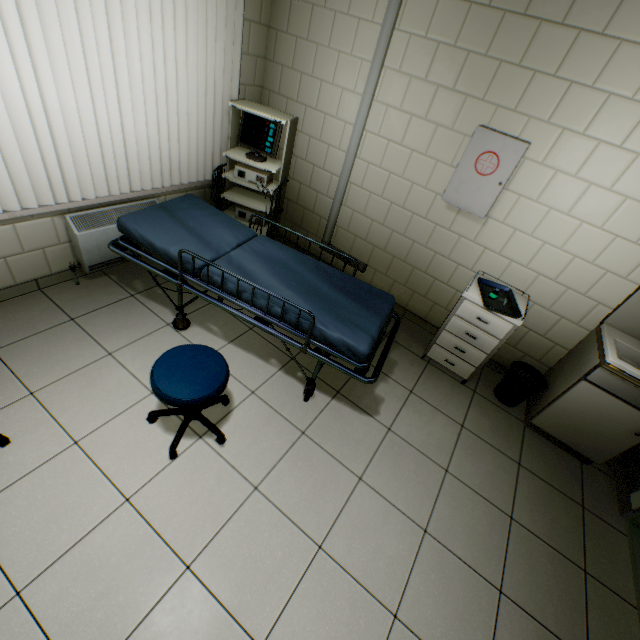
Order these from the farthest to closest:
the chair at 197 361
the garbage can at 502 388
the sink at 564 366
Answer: the garbage can at 502 388
the sink at 564 366
the chair at 197 361

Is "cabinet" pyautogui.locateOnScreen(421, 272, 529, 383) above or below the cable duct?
Result: below

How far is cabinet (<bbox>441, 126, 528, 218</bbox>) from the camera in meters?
2.4 m

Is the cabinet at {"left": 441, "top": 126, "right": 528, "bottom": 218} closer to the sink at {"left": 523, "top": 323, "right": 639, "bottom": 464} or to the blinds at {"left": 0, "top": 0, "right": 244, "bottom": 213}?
the sink at {"left": 523, "top": 323, "right": 639, "bottom": 464}

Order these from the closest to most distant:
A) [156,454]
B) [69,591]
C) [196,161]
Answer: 1. [69,591]
2. [156,454]
3. [196,161]

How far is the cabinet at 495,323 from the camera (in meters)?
2.69

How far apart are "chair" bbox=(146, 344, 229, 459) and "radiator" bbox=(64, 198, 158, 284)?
1.53m

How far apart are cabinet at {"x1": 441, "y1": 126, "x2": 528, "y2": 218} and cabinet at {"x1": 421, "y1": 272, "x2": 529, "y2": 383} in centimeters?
52cm
